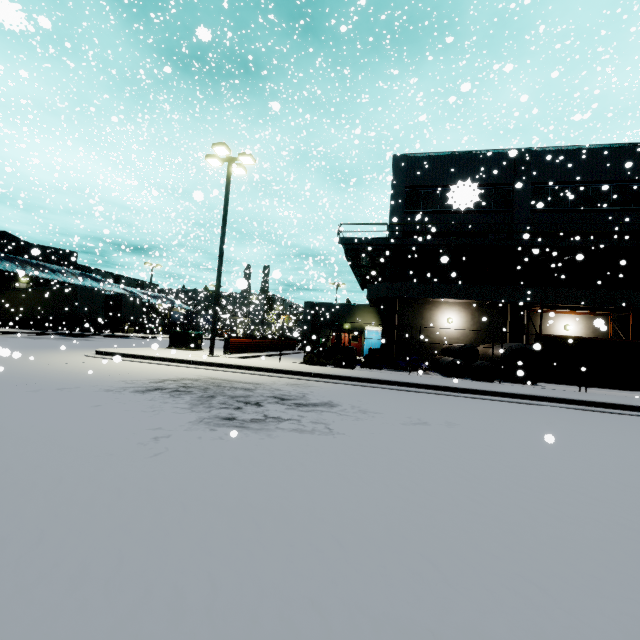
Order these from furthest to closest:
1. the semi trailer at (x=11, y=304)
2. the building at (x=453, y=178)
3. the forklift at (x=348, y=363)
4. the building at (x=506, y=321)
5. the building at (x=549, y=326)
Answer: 1. the semi trailer at (x=11, y=304)
2. the building at (x=506, y=321)
3. the building at (x=453, y=178)
4. the forklift at (x=348, y=363)
5. the building at (x=549, y=326)

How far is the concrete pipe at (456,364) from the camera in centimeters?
1531cm

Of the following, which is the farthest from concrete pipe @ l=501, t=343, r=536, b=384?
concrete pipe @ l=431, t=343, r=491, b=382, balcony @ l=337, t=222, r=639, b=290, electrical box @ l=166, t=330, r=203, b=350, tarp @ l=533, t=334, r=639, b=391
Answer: electrical box @ l=166, t=330, r=203, b=350

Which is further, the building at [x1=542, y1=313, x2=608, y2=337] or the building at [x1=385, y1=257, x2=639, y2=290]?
the building at [x1=385, y1=257, x2=639, y2=290]

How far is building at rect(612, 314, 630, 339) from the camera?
19.4m

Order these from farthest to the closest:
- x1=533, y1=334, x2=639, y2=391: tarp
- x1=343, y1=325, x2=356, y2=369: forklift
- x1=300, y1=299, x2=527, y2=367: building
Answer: x1=300, y1=299, x2=527, y2=367: building, x1=343, y1=325, x2=356, y2=369: forklift, x1=533, y1=334, x2=639, y2=391: tarp

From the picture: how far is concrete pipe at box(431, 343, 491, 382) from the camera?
15.31m

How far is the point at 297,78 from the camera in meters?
55.0
